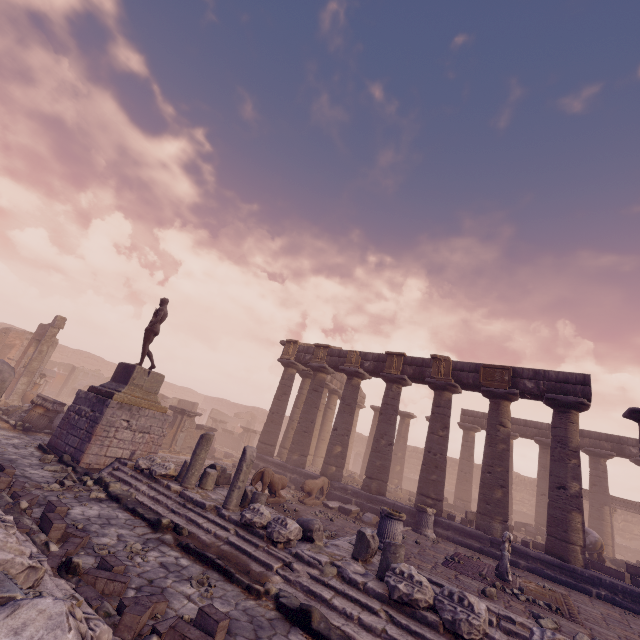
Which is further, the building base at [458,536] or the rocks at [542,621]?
the building base at [458,536]

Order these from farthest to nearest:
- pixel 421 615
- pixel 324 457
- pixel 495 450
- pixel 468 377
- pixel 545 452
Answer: pixel 545 452 → pixel 324 457 → pixel 468 377 → pixel 495 450 → pixel 421 615

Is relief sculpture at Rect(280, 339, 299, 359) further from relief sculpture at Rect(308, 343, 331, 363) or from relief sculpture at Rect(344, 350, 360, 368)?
relief sculpture at Rect(344, 350, 360, 368)

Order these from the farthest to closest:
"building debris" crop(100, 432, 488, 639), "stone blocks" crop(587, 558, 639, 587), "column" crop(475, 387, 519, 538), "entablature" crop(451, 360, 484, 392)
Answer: "entablature" crop(451, 360, 484, 392), "column" crop(475, 387, 519, 538), "stone blocks" crop(587, 558, 639, 587), "building debris" crop(100, 432, 488, 639)

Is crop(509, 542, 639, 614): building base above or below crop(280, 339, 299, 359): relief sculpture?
below

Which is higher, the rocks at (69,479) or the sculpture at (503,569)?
the sculpture at (503,569)

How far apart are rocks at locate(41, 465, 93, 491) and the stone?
4.3 meters

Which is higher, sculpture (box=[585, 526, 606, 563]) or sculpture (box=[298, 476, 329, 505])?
sculpture (box=[585, 526, 606, 563])
